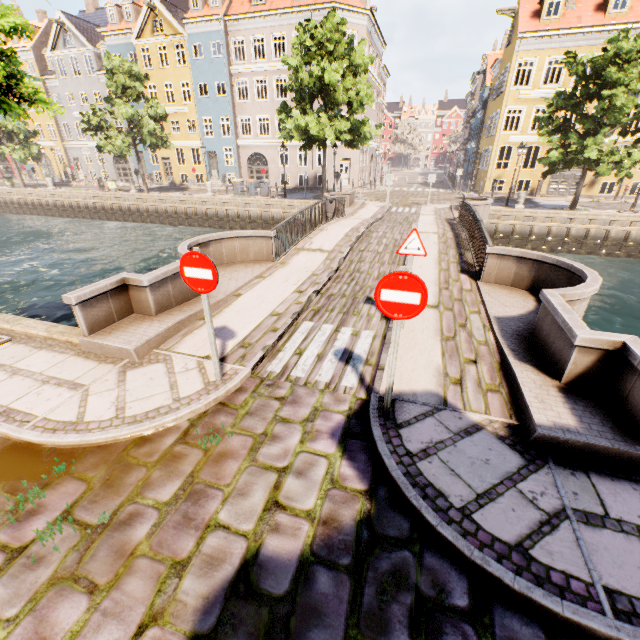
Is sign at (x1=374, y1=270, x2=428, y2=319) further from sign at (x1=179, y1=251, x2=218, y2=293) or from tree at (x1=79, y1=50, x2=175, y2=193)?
tree at (x1=79, y1=50, x2=175, y2=193)

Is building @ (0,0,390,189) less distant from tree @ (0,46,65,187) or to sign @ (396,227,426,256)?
tree @ (0,46,65,187)

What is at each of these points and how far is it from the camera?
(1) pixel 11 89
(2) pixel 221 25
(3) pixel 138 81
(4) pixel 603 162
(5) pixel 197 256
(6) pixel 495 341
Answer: (1) tree, 4.39m
(2) building, 28.41m
(3) tree, 25.67m
(4) tree, 17.45m
(5) sign, 3.86m
(6) bridge, 5.79m

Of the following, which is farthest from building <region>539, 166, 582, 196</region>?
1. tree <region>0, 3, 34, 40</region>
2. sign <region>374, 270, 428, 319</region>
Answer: sign <region>374, 270, 428, 319</region>

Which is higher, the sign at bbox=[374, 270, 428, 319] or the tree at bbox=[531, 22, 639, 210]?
the tree at bbox=[531, 22, 639, 210]

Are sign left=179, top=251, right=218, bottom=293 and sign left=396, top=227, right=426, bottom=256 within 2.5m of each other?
no

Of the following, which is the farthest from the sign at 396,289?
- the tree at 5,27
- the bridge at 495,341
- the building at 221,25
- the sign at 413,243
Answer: the building at 221,25

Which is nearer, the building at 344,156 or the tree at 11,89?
the tree at 11,89
